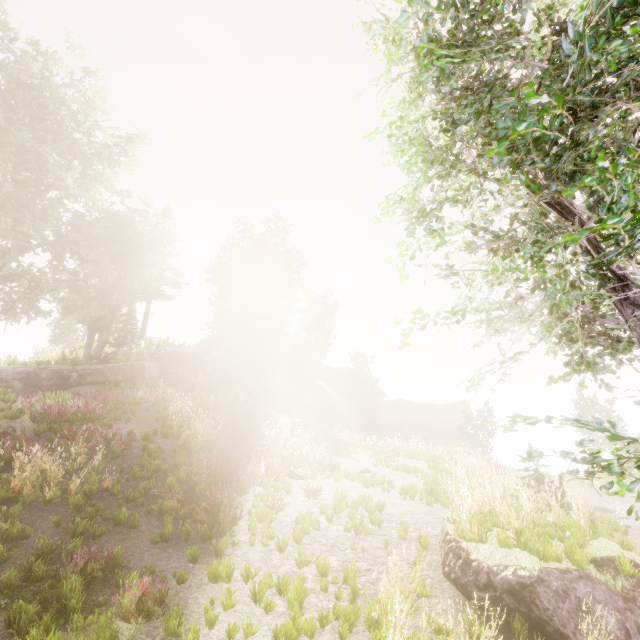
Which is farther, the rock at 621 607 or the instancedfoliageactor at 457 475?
the instancedfoliageactor at 457 475

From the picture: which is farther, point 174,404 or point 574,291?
point 174,404

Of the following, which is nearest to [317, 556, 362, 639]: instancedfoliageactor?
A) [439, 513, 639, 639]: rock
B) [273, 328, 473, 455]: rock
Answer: [273, 328, 473, 455]: rock

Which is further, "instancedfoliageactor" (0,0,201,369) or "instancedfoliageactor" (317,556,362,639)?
"instancedfoliageactor" (0,0,201,369)

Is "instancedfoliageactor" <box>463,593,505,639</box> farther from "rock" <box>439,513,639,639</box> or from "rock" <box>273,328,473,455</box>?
"rock" <box>439,513,639,639</box>

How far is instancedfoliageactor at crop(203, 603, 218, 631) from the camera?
4.8 meters

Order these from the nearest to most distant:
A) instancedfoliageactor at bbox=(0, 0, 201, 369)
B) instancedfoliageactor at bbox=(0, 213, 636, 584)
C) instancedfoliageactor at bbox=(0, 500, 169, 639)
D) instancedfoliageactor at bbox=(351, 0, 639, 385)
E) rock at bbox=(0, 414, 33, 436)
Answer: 1. instancedfoliageactor at bbox=(351, 0, 639, 385)
2. instancedfoliageactor at bbox=(0, 500, 169, 639)
3. instancedfoliageactor at bbox=(0, 213, 636, 584)
4. rock at bbox=(0, 414, 33, 436)
5. instancedfoliageactor at bbox=(0, 0, 201, 369)

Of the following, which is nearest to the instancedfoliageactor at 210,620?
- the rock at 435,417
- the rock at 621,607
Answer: the rock at 435,417
